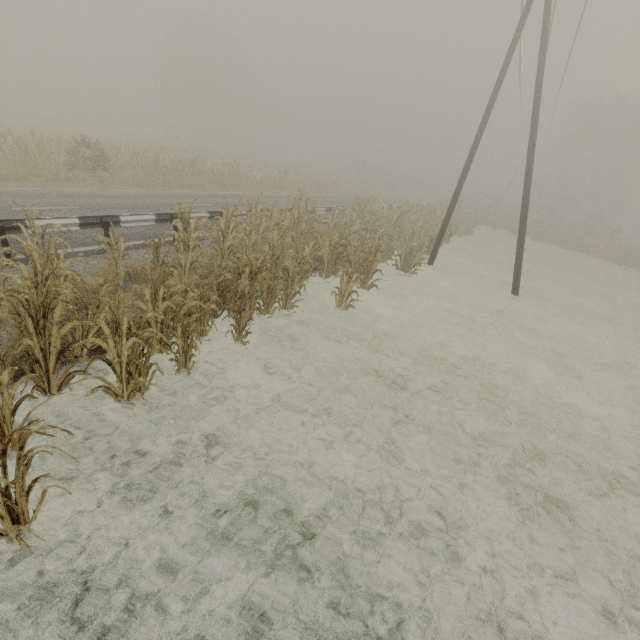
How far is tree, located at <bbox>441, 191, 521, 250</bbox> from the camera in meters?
25.1

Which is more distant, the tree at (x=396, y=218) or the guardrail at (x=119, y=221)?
the guardrail at (x=119, y=221)

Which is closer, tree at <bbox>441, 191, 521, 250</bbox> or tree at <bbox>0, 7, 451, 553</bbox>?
tree at <bbox>0, 7, 451, 553</bbox>

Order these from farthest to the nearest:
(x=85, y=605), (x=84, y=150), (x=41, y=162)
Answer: (x=84, y=150) < (x=41, y=162) < (x=85, y=605)

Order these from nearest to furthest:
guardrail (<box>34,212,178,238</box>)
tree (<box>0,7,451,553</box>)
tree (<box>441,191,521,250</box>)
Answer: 1. tree (<box>0,7,451,553</box>)
2. guardrail (<box>34,212,178,238</box>)
3. tree (<box>441,191,521,250</box>)

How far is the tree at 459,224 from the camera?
25.1 meters

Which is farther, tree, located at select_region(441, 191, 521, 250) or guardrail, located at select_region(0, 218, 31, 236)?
tree, located at select_region(441, 191, 521, 250)
